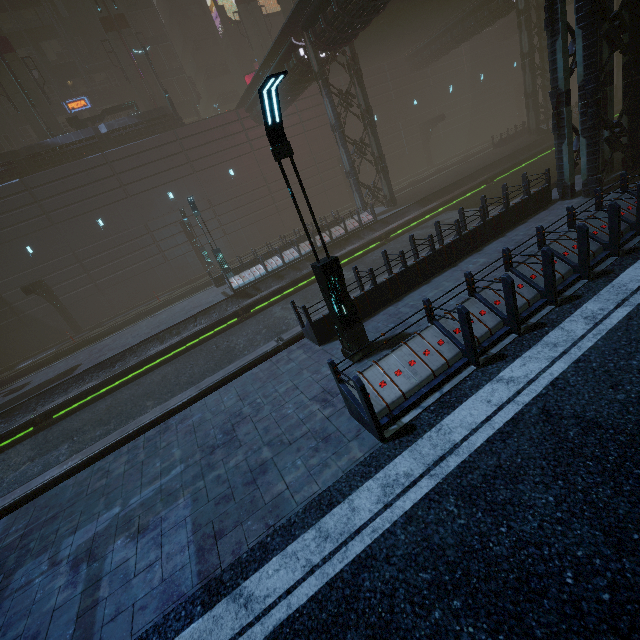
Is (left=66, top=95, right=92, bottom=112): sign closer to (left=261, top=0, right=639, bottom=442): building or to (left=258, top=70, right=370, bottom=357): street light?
(left=261, top=0, right=639, bottom=442): building

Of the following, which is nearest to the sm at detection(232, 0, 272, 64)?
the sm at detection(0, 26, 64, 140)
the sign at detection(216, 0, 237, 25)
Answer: the sign at detection(216, 0, 237, 25)

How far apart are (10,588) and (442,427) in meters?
7.8 m

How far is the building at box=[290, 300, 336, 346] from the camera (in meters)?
8.70

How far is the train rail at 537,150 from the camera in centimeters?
1881cm

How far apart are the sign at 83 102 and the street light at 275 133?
40.4m

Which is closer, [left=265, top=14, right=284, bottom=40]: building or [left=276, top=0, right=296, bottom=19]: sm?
[left=276, top=0, right=296, bottom=19]: sm

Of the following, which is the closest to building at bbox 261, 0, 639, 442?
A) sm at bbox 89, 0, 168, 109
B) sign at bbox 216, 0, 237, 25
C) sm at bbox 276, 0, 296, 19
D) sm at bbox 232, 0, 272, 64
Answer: sign at bbox 216, 0, 237, 25
